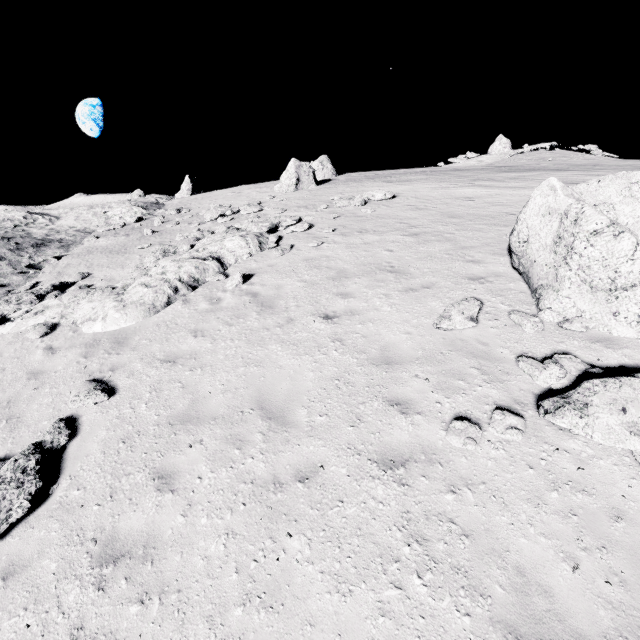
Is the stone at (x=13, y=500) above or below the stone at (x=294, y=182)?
below

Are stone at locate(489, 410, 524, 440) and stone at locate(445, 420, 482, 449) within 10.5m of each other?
yes

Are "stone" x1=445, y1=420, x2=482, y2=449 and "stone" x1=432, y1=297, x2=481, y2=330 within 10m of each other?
yes

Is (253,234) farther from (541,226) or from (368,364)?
(541,226)

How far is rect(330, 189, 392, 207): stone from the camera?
17.7m

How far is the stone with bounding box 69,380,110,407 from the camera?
6.9m

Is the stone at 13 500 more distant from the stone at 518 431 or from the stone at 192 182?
the stone at 192 182

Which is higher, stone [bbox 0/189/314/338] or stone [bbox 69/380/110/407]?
stone [bbox 0/189/314/338]
